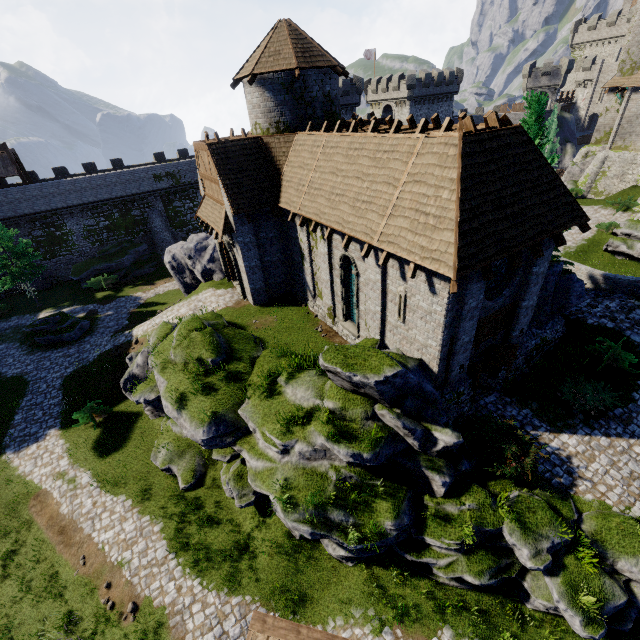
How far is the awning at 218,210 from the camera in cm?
1761

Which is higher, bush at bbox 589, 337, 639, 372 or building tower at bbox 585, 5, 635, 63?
building tower at bbox 585, 5, 635, 63

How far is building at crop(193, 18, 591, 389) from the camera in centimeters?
982cm

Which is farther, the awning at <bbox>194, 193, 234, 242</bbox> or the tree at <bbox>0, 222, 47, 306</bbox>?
the tree at <bbox>0, 222, 47, 306</bbox>

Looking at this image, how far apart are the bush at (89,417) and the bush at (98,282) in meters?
18.1

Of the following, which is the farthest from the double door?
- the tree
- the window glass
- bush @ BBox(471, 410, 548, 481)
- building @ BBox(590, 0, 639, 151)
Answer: building @ BBox(590, 0, 639, 151)

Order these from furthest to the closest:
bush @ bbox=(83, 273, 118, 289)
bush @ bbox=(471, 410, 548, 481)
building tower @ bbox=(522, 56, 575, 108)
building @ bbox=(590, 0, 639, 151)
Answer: building tower @ bbox=(522, 56, 575, 108)
bush @ bbox=(83, 273, 118, 289)
building @ bbox=(590, 0, 639, 151)
bush @ bbox=(471, 410, 548, 481)

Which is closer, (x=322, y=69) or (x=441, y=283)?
(x=441, y=283)
